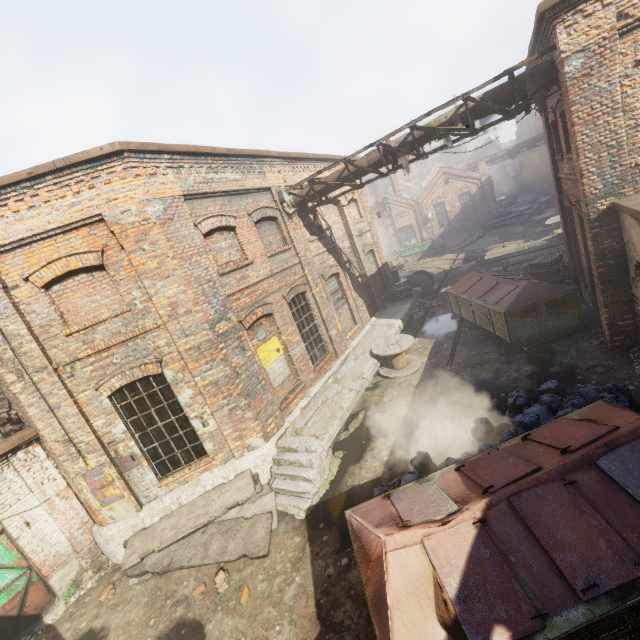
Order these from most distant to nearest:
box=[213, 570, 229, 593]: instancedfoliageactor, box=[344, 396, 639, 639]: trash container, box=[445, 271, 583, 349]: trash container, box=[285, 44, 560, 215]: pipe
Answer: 1. box=[445, 271, 583, 349]: trash container
2. box=[285, 44, 560, 215]: pipe
3. box=[213, 570, 229, 593]: instancedfoliageactor
4. box=[344, 396, 639, 639]: trash container

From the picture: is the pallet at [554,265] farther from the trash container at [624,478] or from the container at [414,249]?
the container at [414,249]

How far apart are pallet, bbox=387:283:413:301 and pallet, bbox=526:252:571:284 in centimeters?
516cm

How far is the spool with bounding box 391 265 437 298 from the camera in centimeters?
1828cm

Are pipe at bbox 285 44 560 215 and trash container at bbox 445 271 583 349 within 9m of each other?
yes

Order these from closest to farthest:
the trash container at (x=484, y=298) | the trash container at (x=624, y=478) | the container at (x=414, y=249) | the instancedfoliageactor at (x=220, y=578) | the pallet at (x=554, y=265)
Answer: the trash container at (x=624, y=478) < the instancedfoliageactor at (x=220, y=578) < the trash container at (x=484, y=298) < the pallet at (x=554, y=265) < the container at (x=414, y=249)

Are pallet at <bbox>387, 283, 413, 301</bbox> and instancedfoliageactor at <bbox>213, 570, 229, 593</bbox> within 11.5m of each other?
no

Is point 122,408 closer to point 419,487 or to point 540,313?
point 419,487
